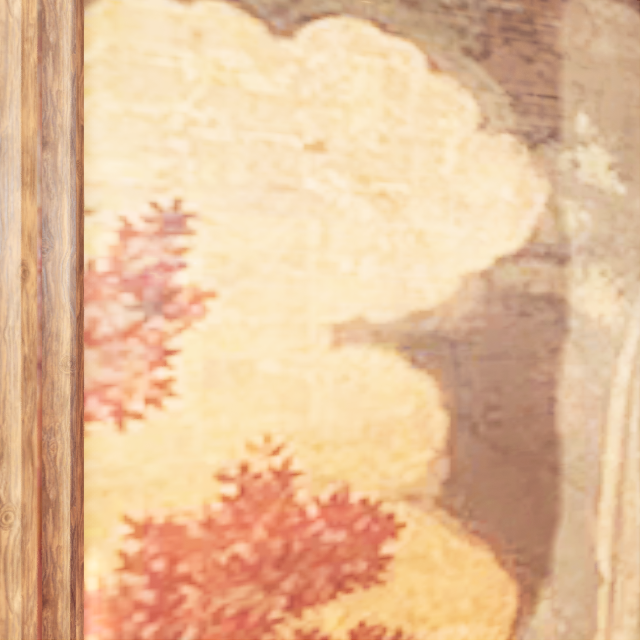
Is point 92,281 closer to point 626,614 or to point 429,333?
point 429,333
